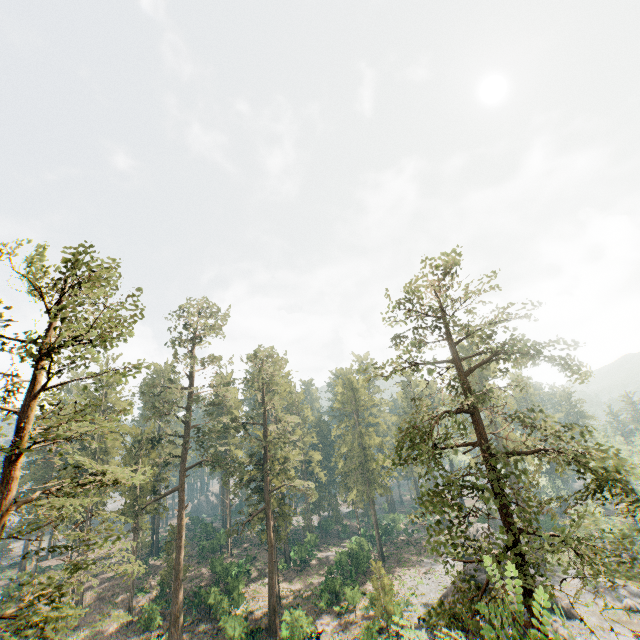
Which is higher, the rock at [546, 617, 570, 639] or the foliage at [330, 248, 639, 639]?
the foliage at [330, 248, 639, 639]

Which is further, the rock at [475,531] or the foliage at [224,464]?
the rock at [475,531]

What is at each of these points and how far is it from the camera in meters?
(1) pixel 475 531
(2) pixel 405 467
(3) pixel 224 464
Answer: (1) rock, 49.2 m
(2) foliage, 17.1 m
(3) foliage, 39.6 m

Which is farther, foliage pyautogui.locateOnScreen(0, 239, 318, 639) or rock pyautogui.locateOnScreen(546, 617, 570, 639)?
rock pyautogui.locateOnScreen(546, 617, 570, 639)

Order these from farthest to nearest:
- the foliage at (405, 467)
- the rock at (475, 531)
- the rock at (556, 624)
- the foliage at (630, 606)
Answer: the rock at (475, 531), the rock at (556, 624), the foliage at (405, 467), the foliage at (630, 606)

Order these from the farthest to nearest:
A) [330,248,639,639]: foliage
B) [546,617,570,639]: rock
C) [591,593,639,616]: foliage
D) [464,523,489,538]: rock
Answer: [464,523,489,538]: rock
[546,617,570,639]: rock
[330,248,639,639]: foliage
[591,593,639,616]: foliage

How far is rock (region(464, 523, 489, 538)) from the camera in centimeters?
4478cm
